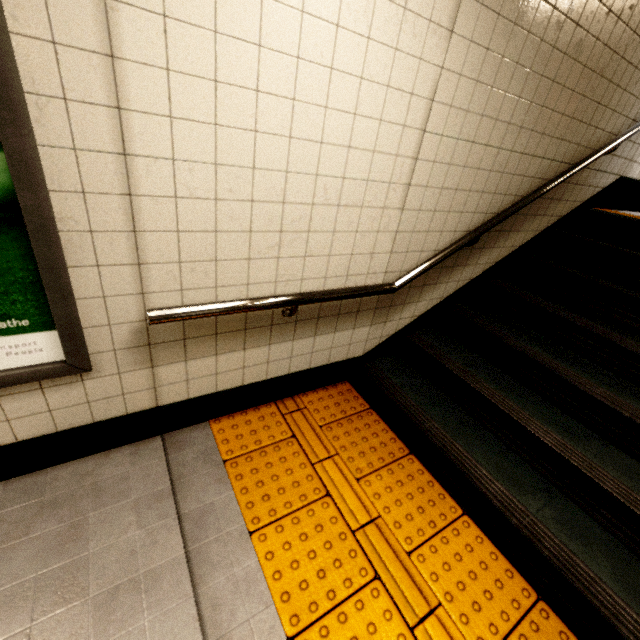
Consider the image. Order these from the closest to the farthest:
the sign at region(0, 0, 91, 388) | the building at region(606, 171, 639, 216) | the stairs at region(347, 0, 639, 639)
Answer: the sign at region(0, 0, 91, 388) → the stairs at region(347, 0, 639, 639) → the building at region(606, 171, 639, 216)

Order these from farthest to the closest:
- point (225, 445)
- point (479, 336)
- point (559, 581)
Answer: point (479, 336)
point (225, 445)
point (559, 581)

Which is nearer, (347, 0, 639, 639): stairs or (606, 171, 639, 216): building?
(347, 0, 639, 639): stairs

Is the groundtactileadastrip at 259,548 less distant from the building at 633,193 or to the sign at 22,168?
the sign at 22,168

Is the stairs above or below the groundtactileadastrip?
above

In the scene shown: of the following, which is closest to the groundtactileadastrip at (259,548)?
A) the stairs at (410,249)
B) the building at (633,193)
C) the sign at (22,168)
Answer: the stairs at (410,249)

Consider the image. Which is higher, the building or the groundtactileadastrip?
the building

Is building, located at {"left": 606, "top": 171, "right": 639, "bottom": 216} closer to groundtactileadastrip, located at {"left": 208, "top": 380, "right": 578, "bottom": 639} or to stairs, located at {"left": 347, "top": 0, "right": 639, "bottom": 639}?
stairs, located at {"left": 347, "top": 0, "right": 639, "bottom": 639}
